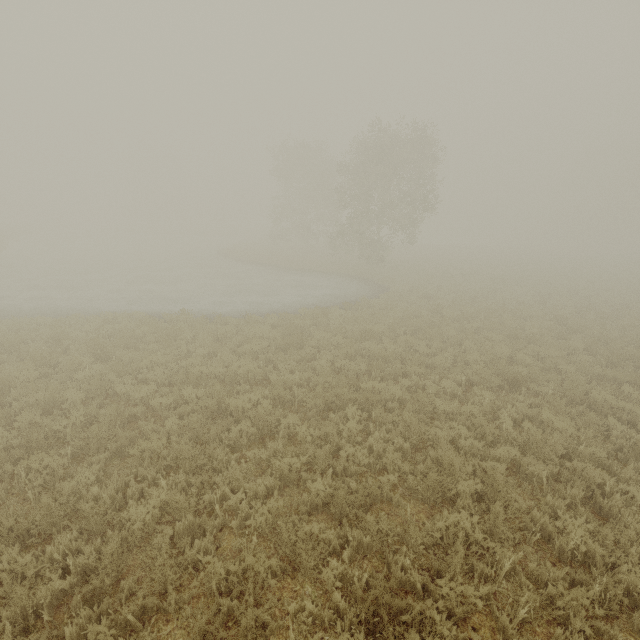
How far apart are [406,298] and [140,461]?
14.20m
